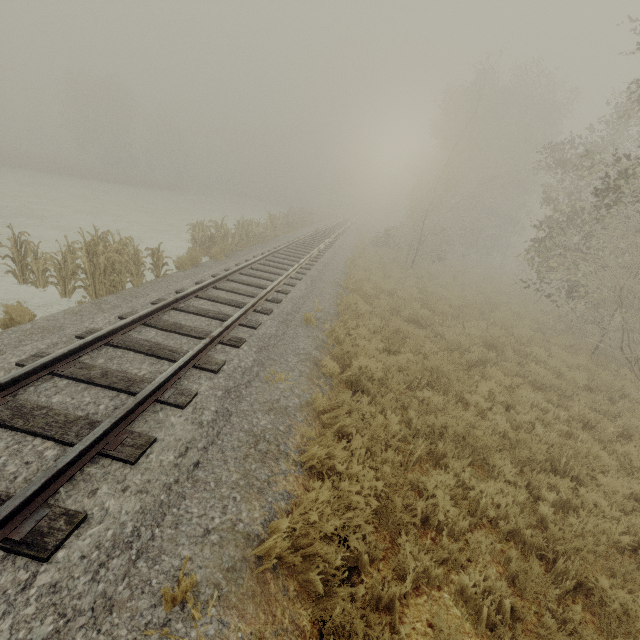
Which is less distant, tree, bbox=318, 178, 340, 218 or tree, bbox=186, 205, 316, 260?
tree, bbox=186, 205, 316, 260

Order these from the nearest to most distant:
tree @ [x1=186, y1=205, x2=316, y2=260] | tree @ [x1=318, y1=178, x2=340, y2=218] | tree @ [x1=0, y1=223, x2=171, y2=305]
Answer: tree @ [x1=0, y1=223, x2=171, y2=305] → tree @ [x1=186, y1=205, x2=316, y2=260] → tree @ [x1=318, y1=178, x2=340, y2=218]

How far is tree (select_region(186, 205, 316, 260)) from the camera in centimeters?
1414cm

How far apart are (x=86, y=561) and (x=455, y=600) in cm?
357

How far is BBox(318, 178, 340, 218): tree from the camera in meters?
52.4

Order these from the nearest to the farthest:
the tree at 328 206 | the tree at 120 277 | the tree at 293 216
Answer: the tree at 120 277 < the tree at 293 216 < the tree at 328 206

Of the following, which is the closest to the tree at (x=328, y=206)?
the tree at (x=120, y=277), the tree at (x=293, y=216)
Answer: the tree at (x=293, y=216)

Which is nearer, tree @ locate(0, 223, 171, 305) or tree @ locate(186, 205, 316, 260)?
tree @ locate(0, 223, 171, 305)
